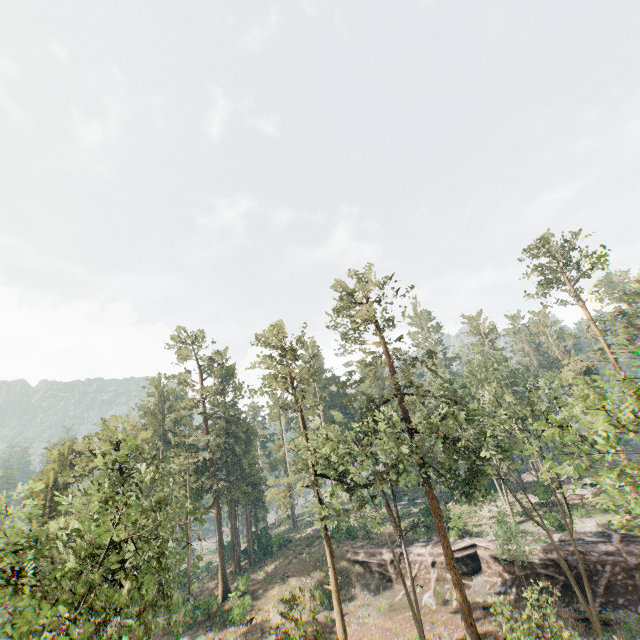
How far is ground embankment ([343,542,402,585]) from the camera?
35.9 meters

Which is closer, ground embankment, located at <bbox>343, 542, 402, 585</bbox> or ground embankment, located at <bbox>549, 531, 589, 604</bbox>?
ground embankment, located at <bbox>549, 531, 589, 604</bbox>

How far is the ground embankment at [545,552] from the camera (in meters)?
27.16

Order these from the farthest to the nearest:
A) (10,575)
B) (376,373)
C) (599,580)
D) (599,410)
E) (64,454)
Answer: (64,454) → (376,373) → (10,575) → (599,580) → (599,410)

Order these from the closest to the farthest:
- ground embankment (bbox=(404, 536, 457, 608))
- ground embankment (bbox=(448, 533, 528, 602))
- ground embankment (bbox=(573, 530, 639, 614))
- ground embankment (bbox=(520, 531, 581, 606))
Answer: ground embankment (bbox=(573, 530, 639, 614)), ground embankment (bbox=(520, 531, 581, 606)), ground embankment (bbox=(448, 533, 528, 602)), ground embankment (bbox=(404, 536, 457, 608))

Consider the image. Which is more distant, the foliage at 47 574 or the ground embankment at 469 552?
the ground embankment at 469 552
